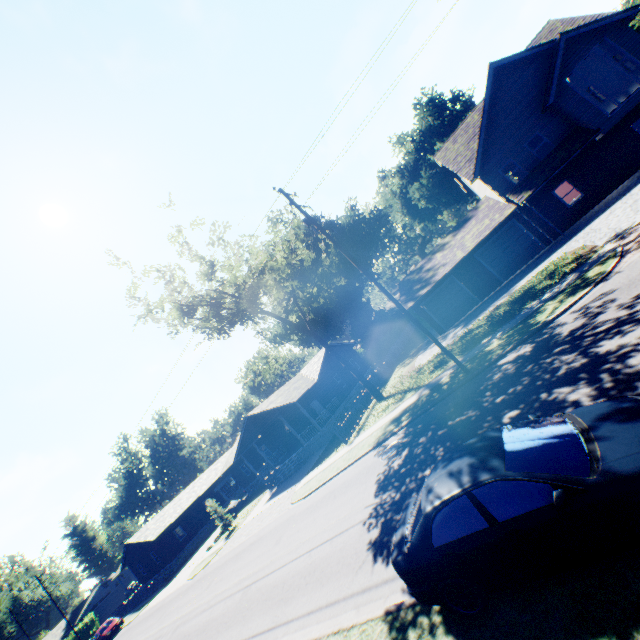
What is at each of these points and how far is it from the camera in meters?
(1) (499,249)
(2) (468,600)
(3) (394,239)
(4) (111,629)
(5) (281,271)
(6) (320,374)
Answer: (1) garage door, 23.4 m
(2) car, 4.9 m
(3) plant, 55.7 m
(4) car, 34.1 m
(5) tree, 20.5 m
(6) house, 33.2 m

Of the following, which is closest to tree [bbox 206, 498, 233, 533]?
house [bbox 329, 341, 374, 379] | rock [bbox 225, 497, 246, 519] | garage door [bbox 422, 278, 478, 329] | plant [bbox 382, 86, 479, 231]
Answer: house [bbox 329, 341, 374, 379]

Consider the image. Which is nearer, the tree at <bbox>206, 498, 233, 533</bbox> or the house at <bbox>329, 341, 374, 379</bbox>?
the tree at <bbox>206, 498, 233, 533</bbox>

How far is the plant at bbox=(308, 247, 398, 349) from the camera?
49.6 meters

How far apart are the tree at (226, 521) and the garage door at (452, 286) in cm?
2686

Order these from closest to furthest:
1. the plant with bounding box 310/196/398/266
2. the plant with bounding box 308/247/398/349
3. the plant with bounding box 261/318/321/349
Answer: the plant with bounding box 308/247/398/349, the plant with bounding box 261/318/321/349, the plant with bounding box 310/196/398/266

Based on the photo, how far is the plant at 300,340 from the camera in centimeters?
5144cm

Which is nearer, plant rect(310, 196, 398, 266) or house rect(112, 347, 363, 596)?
house rect(112, 347, 363, 596)
